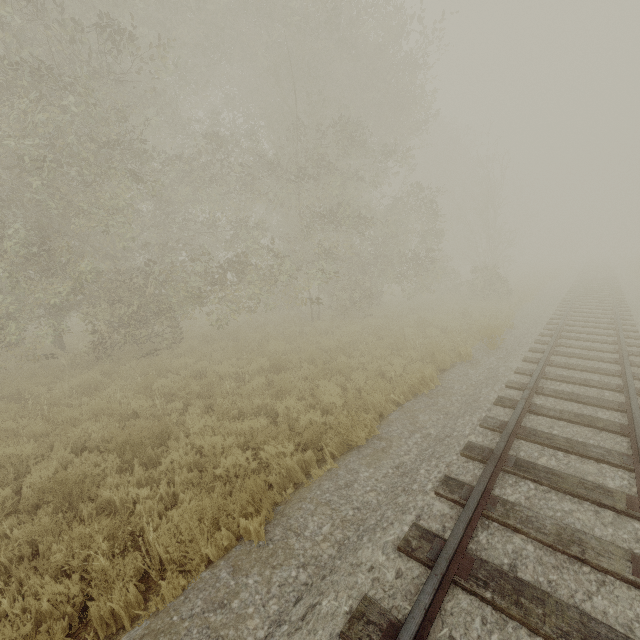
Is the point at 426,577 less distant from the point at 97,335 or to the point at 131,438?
the point at 131,438
